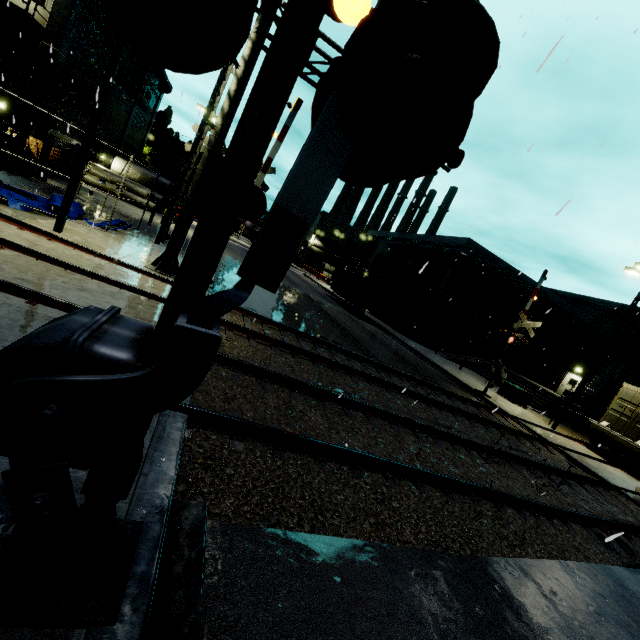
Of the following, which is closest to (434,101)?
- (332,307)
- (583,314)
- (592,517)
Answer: (592,517)

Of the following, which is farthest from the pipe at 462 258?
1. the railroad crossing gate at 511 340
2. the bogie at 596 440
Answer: the bogie at 596 440

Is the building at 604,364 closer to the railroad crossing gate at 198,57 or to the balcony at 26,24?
the balcony at 26,24

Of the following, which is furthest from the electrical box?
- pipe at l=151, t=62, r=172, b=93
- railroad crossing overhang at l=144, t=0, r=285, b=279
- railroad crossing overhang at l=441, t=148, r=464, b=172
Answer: railroad crossing overhang at l=441, t=148, r=464, b=172

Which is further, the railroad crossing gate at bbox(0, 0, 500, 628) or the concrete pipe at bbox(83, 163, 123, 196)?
the concrete pipe at bbox(83, 163, 123, 196)

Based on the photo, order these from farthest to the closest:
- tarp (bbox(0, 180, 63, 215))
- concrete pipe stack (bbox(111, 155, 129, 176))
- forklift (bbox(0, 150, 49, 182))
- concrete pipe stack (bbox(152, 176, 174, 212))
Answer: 1. concrete pipe stack (bbox(152, 176, 174, 212))
2. concrete pipe stack (bbox(111, 155, 129, 176))
3. forklift (bbox(0, 150, 49, 182))
4. tarp (bbox(0, 180, 63, 215))

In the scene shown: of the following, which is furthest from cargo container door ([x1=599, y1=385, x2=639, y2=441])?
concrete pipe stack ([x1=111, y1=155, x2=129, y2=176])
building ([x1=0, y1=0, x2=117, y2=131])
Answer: concrete pipe stack ([x1=111, y1=155, x2=129, y2=176])

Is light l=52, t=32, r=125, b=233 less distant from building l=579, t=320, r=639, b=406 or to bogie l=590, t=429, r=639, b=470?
building l=579, t=320, r=639, b=406
